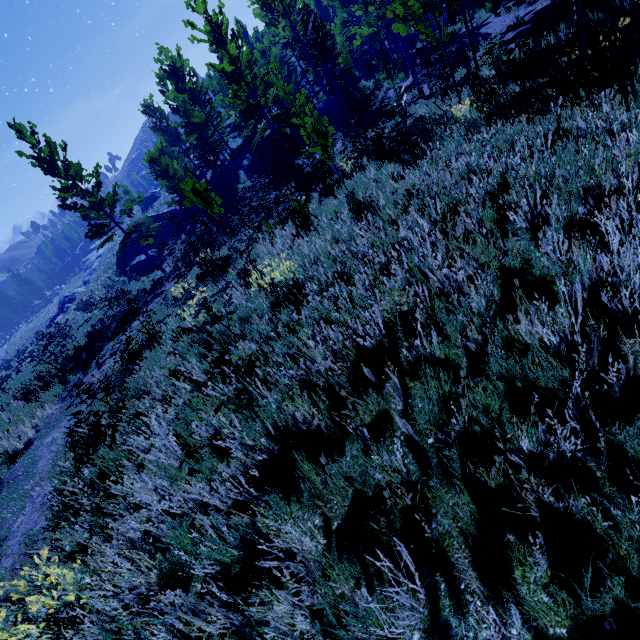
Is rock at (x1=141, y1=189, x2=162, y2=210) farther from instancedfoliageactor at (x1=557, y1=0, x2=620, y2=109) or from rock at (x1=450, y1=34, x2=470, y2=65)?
rock at (x1=450, y1=34, x2=470, y2=65)

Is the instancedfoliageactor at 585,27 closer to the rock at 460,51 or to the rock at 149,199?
the rock at 460,51

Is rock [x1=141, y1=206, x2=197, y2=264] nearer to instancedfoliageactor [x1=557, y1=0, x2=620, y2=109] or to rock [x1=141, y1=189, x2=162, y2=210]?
instancedfoliageactor [x1=557, y1=0, x2=620, y2=109]

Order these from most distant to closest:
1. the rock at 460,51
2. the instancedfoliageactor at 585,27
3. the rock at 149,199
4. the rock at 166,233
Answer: the rock at 149,199
the rock at 166,233
the rock at 460,51
the instancedfoliageactor at 585,27

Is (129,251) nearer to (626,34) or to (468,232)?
(468,232)

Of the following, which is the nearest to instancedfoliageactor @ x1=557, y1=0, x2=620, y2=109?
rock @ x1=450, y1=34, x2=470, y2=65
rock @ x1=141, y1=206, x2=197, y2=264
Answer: rock @ x1=450, y1=34, x2=470, y2=65

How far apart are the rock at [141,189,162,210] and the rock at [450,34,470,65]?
44.49m
